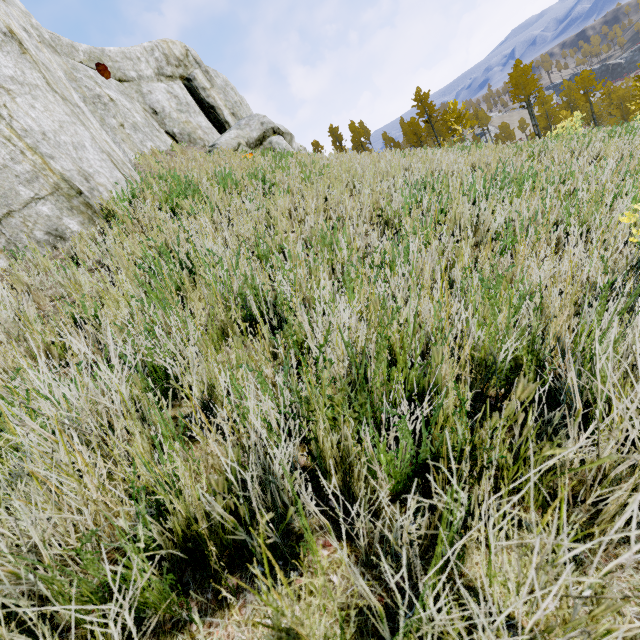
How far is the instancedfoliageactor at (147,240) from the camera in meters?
2.5 m

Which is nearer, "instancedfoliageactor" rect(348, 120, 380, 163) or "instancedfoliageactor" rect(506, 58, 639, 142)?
"instancedfoliageactor" rect(348, 120, 380, 163)

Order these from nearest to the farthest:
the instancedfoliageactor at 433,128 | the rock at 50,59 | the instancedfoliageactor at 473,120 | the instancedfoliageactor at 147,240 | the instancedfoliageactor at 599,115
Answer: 1. the instancedfoliageactor at 147,240
2. the rock at 50,59
3. the instancedfoliageactor at 433,128
4. the instancedfoliageactor at 599,115
5. the instancedfoliageactor at 473,120

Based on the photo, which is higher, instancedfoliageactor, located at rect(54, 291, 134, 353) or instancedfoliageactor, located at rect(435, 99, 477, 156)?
instancedfoliageactor, located at rect(435, 99, 477, 156)

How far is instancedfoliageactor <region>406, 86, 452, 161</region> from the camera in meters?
7.2 m

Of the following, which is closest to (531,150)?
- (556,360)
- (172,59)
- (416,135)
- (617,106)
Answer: (556,360)
